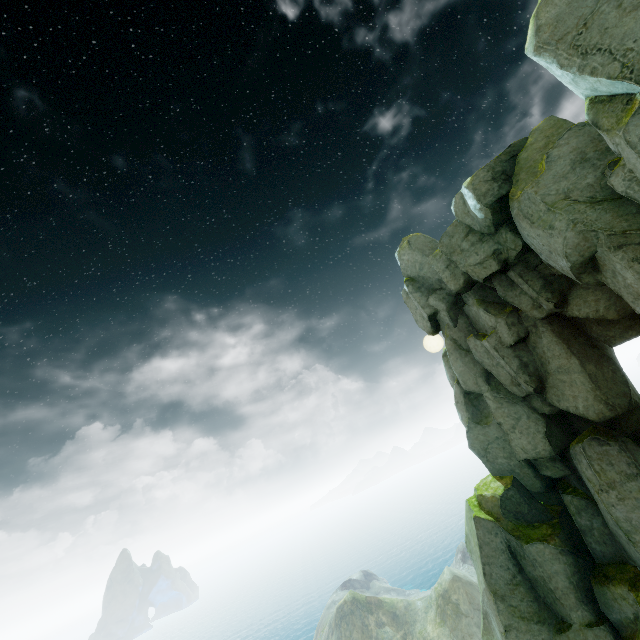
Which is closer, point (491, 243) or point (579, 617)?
point (579, 617)
